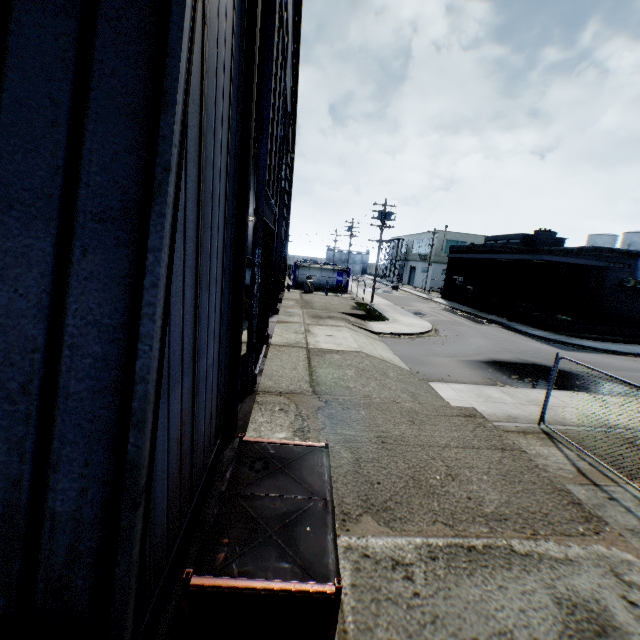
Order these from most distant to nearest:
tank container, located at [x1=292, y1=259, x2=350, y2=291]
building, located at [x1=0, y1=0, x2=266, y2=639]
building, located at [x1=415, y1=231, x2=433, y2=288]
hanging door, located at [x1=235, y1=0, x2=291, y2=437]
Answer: building, located at [x1=415, y1=231, x2=433, y2=288] < tank container, located at [x1=292, y1=259, x2=350, y2=291] < hanging door, located at [x1=235, y1=0, x2=291, y2=437] < building, located at [x1=0, y1=0, x2=266, y2=639]

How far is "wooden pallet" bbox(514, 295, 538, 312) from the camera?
28.9 meters

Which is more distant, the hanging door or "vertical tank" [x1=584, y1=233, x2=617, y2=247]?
"vertical tank" [x1=584, y1=233, x2=617, y2=247]

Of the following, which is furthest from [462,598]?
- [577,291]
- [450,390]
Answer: [577,291]

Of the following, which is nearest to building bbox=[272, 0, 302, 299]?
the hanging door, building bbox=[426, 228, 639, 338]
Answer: the hanging door

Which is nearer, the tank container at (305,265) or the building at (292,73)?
the building at (292,73)

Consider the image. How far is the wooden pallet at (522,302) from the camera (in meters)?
28.86

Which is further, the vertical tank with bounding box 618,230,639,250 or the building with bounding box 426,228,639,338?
the vertical tank with bounding box 618,230,639,250
